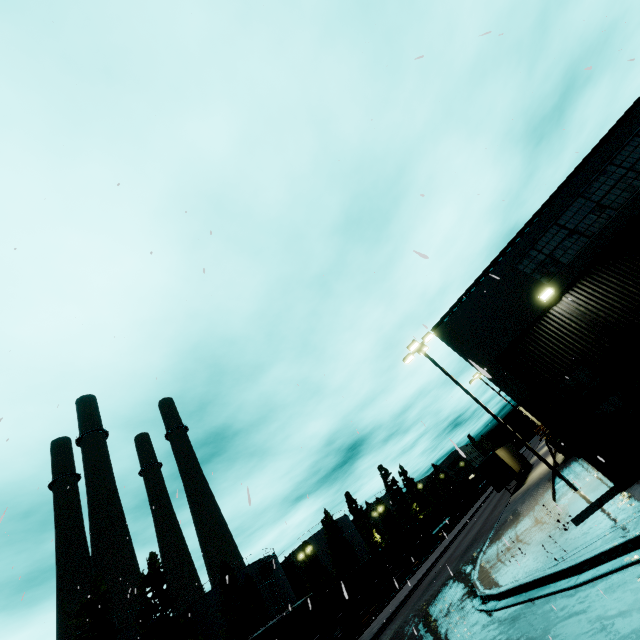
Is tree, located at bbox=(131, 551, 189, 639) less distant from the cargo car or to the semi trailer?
the cargo car

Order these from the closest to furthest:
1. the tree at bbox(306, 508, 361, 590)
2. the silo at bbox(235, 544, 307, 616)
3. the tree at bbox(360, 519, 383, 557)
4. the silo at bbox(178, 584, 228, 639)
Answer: the silo at bbox(178, 584, 228, 639) → the silo at bbox(235, 544, 307, 616) → the tree at bbox(306, 508, 361, 590) → the tree at bbox(360, 519, 383, 557)

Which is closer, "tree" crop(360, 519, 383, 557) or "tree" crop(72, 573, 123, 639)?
"tree" crop(72, 573, 123, 639)

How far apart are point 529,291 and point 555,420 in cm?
484

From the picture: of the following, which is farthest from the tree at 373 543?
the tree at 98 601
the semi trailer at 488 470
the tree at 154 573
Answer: the tree at 98 601

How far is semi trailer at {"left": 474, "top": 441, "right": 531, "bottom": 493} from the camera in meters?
30.6

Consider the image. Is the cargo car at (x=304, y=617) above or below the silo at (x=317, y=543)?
below

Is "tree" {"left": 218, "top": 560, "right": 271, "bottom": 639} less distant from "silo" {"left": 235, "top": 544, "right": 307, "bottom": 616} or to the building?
"silo" {"left": 235, "top": 544, "right": 307, "bottom": 616}
